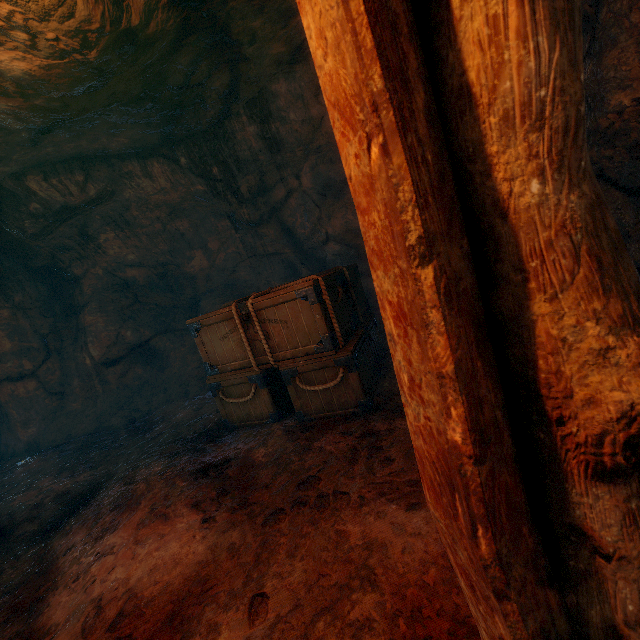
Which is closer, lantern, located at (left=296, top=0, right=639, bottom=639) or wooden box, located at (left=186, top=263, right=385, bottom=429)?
lantern, located at (left=296, top=0, right=639, bottom=639)

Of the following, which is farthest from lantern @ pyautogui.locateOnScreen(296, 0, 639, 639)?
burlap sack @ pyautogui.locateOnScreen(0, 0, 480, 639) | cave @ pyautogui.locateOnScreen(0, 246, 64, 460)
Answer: cave @ pyautogui.locateOnScreen(0, 246, 64, 460)

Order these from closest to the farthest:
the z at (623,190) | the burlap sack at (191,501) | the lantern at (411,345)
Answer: the lantern at (411,345)
the burlap sack at (191,501)
the z at (623,190)

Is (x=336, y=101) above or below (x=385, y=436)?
above

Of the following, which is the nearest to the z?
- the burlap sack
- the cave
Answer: the burlap sack

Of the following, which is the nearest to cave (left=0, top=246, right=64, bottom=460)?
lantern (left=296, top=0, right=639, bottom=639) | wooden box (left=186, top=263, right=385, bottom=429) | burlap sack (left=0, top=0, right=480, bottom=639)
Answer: burlap sack (left=0, top=0, right=480, bottom=639)

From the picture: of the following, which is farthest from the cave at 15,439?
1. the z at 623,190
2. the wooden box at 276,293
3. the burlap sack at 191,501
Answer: the z at 623,190

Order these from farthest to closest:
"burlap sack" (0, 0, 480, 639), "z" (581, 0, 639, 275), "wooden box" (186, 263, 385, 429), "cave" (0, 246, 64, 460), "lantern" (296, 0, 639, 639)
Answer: "cave" (0, 246, 64, 460)
"wooden box" (186, 263, 385, 429)
"z" (581, 0, 639, 275)
"burlap sack" (0, 0, 480, 639)
"lantern" (296, 0, 639, 639)
